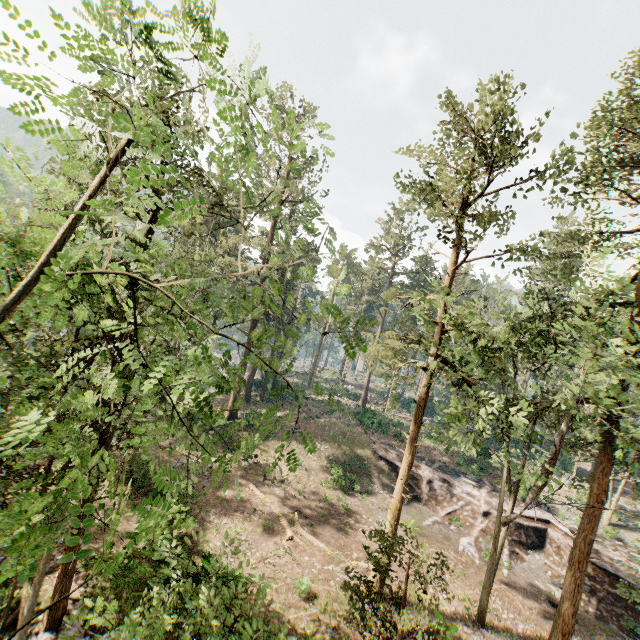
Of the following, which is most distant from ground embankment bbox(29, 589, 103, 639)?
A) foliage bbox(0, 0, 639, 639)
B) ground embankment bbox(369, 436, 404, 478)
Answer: ground embankment bbox(369, 436, 404, 478)

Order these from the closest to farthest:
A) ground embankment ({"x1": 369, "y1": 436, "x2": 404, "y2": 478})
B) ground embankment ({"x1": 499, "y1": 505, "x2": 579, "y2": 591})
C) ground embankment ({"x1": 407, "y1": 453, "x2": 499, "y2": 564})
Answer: ground embankment ({"x1": 499, "y1": 505, "x2": 579, "y2": 591}) → ground embankment ({"x1": 407, "y1": 453, "x2": 499, "y2": 564}) → ground embankment ({"x1": 369, "y1": 436, "x2": 404, "y2": 478})

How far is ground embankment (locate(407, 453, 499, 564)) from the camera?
25.6 meters

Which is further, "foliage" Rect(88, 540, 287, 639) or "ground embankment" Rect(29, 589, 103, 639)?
"ground embankment" Rect(29, 589, 103, 639)

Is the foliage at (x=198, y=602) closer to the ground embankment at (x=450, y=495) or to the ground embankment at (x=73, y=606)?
the ground embankment at (x=73, y=606)

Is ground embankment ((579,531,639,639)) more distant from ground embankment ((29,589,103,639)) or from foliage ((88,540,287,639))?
ground embankment ((29,589,103,639))

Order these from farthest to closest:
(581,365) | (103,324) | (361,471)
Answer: (361,471), (581,365), (103,324)

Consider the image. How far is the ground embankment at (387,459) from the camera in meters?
31.6
